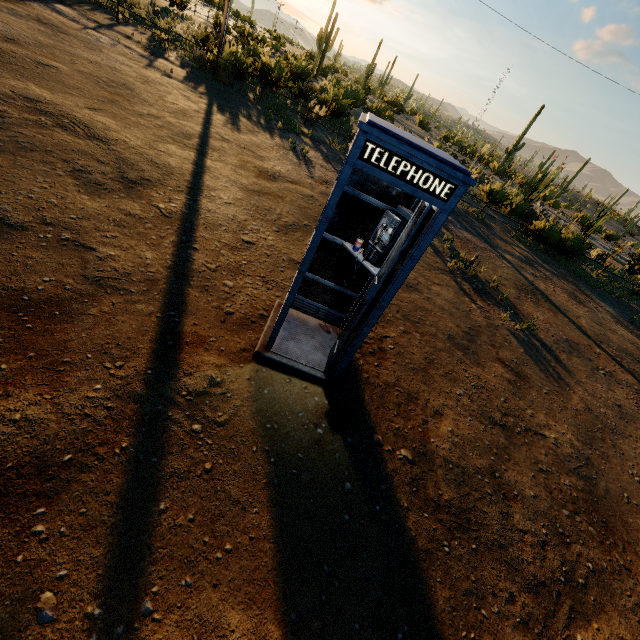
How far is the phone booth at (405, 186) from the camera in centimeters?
252cm

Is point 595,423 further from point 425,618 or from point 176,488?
point 176,488

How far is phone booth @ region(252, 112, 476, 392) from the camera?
2.5 meters
